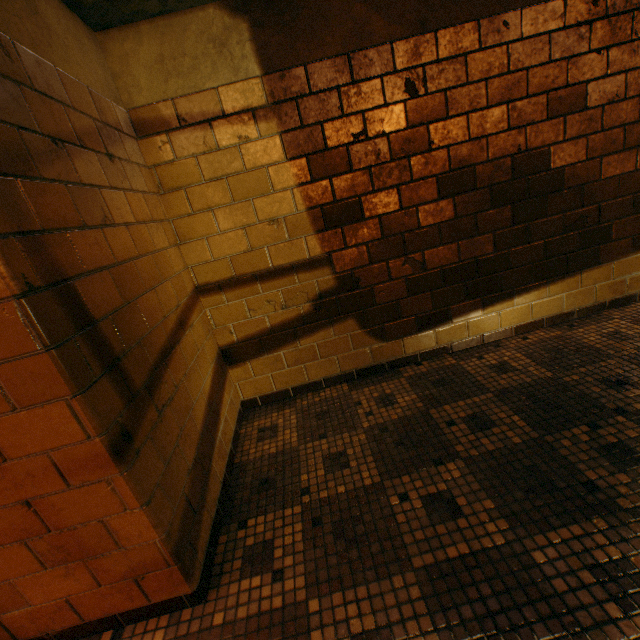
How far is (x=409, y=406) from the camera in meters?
2.0
